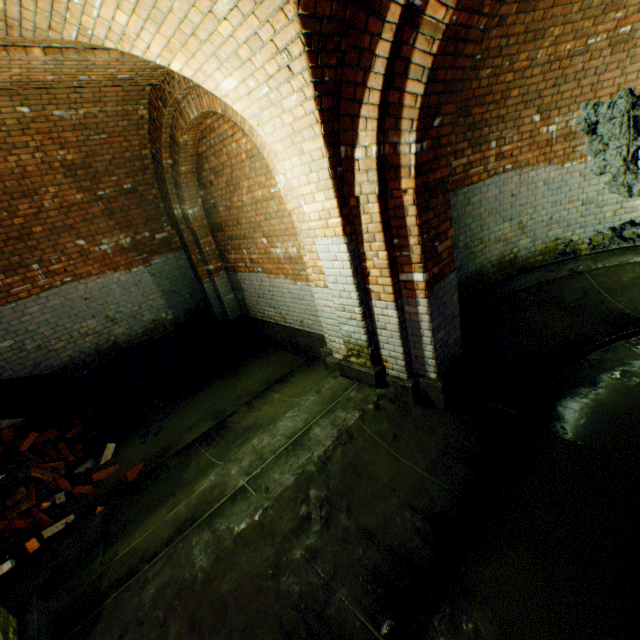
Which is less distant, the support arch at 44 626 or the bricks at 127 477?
the support arch at 44 626

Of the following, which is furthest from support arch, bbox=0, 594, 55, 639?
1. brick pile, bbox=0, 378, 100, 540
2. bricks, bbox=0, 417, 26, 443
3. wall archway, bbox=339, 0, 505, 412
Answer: bricks, bbox=0, 417, 26, 443

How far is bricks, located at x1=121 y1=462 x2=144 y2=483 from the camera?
4.2m

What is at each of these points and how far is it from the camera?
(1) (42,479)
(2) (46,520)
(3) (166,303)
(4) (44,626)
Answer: (1) brick pile, 4.4 meters
(2) bricks, 3.9 meters
(3) building tunnel, 7.0 meters
(4) support arch, 2.3 meters

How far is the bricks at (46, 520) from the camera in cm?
368

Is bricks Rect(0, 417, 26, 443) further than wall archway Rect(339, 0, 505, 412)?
Yes

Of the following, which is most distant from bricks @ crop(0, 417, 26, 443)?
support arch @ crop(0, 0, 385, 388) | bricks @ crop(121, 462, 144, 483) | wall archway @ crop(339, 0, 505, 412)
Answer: wall archway @ crop(339, 0, 505, 412)

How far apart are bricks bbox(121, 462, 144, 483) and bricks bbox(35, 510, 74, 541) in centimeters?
61cm
